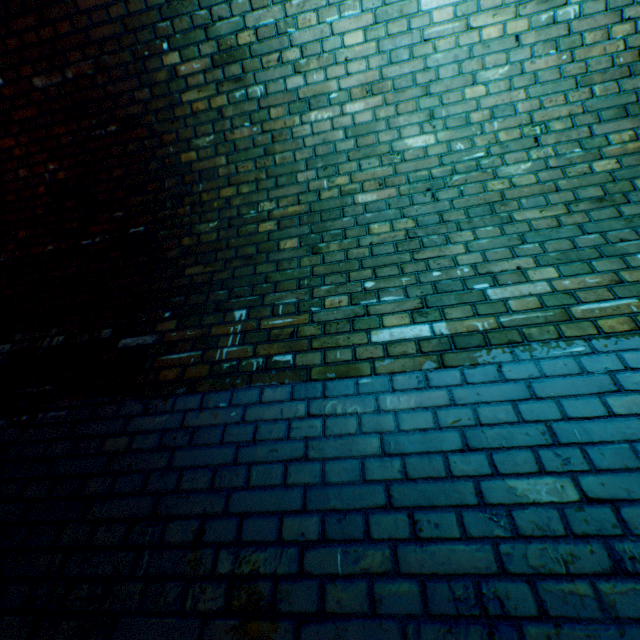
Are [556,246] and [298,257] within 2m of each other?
yes
